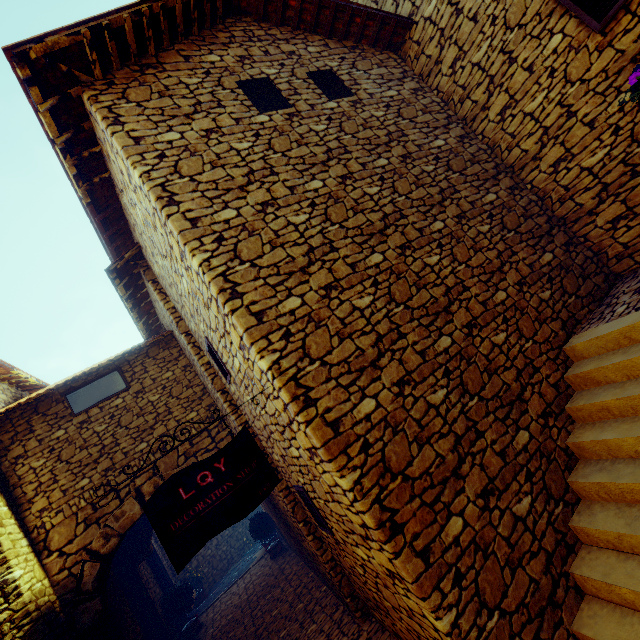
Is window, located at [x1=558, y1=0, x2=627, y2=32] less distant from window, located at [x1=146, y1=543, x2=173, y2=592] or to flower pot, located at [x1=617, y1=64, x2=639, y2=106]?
flower pot, located at [x1=617, y1=64, x2=639, y2=106]

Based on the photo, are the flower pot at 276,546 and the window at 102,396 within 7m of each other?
yes

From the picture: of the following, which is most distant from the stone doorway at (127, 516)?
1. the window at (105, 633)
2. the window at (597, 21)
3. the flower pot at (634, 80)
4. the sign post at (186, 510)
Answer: the window at (597, 21)

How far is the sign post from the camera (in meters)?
2.45

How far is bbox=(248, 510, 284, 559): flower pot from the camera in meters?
9.8

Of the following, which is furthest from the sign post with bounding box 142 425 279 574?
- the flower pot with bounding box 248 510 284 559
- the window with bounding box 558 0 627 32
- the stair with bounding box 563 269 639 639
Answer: the flower pot with bounding box 248 510 284 559

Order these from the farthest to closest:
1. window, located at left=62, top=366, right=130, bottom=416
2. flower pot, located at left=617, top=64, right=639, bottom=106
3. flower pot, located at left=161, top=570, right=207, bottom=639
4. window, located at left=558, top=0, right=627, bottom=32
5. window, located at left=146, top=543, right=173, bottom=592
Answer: window, located at left=146, top=543, right=173, bottom=592 → flower pot, located at left=161, top=570, right=207, bottom=639 → window, located at left=62, top=366, right=130, bottom=416 → window, located at left=558, top=0, right=627, bottom=32 → flower pot, located at left=617, top=64, right=639, bottom=106

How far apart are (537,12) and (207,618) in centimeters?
1479cm
